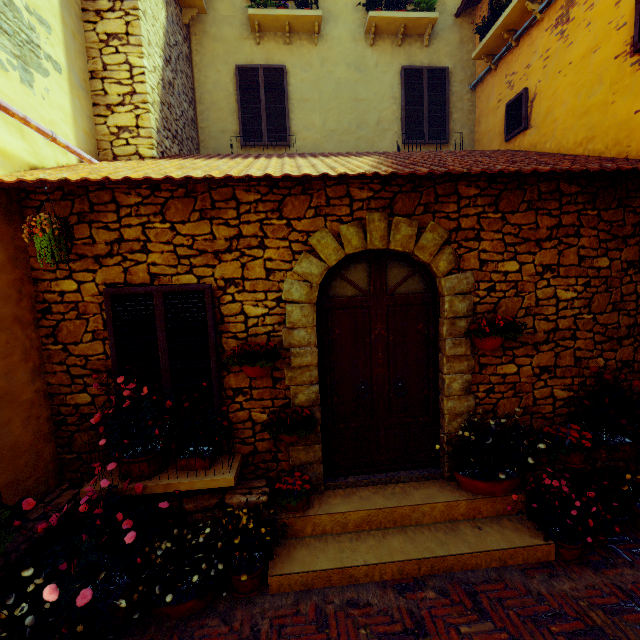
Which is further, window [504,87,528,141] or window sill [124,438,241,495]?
window [504,87,528,141]

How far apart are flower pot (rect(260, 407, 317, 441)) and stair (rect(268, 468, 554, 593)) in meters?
0.7

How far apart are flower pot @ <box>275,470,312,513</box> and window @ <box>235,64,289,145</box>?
6.8m

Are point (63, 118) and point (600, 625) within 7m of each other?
no

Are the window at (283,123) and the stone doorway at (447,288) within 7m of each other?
yes

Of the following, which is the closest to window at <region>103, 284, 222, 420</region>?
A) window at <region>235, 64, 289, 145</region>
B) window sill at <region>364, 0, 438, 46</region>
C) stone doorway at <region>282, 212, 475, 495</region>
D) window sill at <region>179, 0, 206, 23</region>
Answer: stone doorway at <region>282, 212, 475, 495</region>

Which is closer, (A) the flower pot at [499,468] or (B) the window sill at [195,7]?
(A) the flower pot at [499,468]

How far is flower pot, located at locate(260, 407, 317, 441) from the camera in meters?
3.5 m
